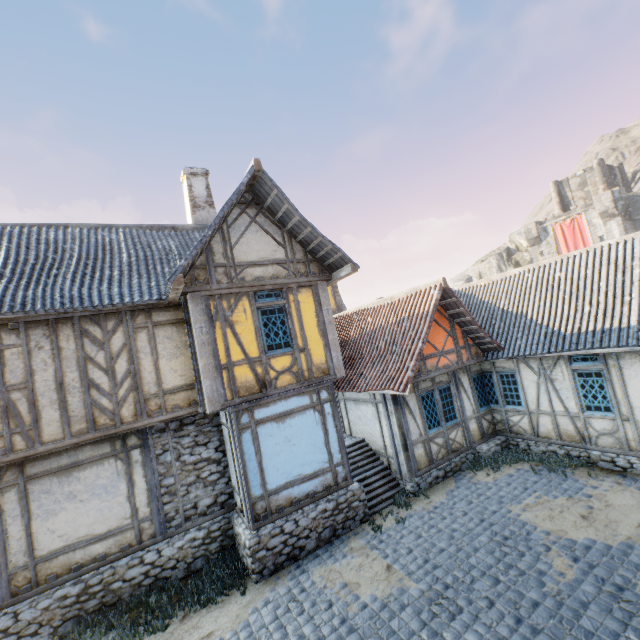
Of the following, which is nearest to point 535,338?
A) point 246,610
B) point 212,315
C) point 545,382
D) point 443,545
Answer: point 545,382

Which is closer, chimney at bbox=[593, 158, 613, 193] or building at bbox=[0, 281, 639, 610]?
building at bbox=[0, 281, 639, 610]

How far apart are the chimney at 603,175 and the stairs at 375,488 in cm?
4480

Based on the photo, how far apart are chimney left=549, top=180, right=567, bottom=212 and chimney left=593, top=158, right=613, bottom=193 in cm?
319

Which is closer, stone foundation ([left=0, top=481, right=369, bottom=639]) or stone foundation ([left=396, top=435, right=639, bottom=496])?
stone foundation ([left=0, top=481, right=369, bottom=639])

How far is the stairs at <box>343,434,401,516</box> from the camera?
9.6 meters

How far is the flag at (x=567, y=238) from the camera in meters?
35.8

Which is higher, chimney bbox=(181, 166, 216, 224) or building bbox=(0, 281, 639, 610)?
chimney bbox=(181, 166, 216, 224)
